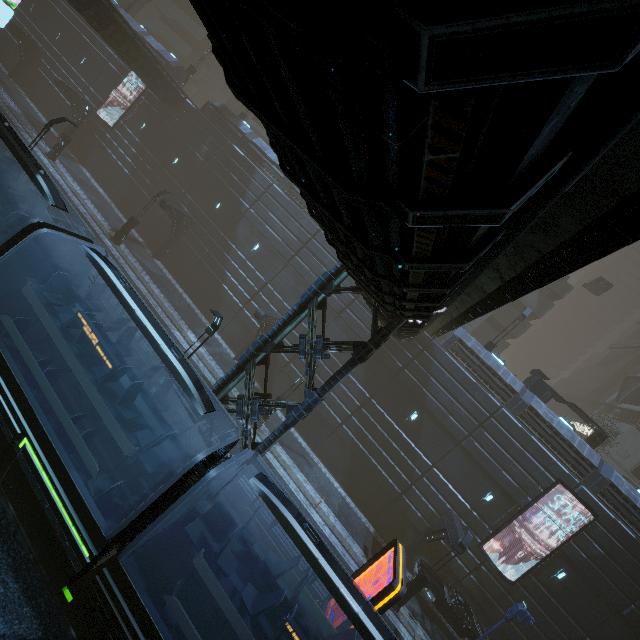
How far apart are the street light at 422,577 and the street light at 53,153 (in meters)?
39.48

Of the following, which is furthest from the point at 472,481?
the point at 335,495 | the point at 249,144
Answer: the point at 249,144

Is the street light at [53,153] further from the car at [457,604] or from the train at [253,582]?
the car at [457,604]

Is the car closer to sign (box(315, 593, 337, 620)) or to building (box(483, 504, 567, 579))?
building (box(483, 504, 567, 579))

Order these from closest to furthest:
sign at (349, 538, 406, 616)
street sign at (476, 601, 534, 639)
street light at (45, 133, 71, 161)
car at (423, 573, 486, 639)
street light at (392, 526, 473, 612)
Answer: sign at (349, 538, 406, 616) < street sign at (476, 601, 534, 639) < street light at (392, 526, 473, 612) < car at (423, 573, 486, 639) < street light at (45, 133, 71, 161)

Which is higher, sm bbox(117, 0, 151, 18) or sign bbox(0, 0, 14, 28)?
sm bbox(117, 0, 151, 18)

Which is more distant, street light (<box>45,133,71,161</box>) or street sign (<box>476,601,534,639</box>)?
street light (<box>45,133,71,161</box>)

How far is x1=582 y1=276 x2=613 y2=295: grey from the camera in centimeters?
3722cm
